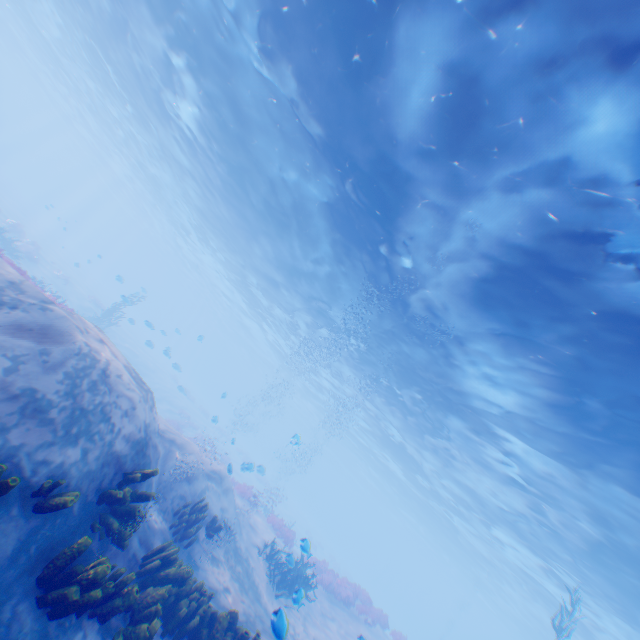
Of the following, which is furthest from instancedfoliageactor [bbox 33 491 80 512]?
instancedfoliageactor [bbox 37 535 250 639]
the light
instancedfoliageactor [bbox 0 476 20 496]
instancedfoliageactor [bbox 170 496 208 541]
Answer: the light

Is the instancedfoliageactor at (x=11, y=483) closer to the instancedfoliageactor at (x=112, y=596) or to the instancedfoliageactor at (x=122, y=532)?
the instancedfoliageactor at (x=122, y=532)

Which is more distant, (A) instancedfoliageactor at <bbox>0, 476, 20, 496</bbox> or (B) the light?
(B) the light

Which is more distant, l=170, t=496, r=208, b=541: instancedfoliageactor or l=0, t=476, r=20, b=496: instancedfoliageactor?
l=170, t=496, r=208, b=541: instancedfoliageactor

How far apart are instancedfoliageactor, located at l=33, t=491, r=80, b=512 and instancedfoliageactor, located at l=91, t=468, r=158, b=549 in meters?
0.6 m

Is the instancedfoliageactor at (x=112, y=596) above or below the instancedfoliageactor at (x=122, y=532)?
below

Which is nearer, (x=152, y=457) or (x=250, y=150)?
(x=152, y=457)

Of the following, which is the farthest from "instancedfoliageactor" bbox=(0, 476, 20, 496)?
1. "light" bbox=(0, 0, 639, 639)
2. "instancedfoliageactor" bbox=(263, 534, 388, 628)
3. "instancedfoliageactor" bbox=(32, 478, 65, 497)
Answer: "instancedfoliageactor" bbox=(263, 534, 388, 628)
